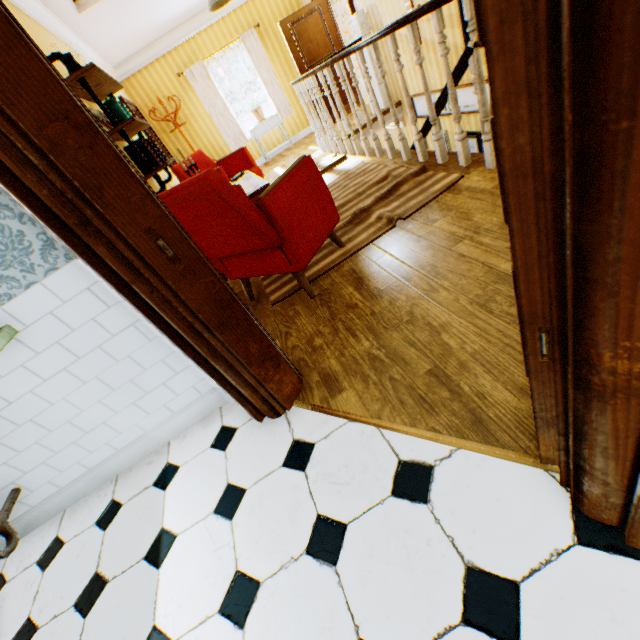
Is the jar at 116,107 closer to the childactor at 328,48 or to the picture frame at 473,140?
the picture frame at 473,140

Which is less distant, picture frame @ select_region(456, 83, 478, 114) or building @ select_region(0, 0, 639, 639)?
building @ select_region(0, 0, 639, 639)

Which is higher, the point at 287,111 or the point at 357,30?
the point at 357,30

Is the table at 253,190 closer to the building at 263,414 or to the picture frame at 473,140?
the building at 263,414

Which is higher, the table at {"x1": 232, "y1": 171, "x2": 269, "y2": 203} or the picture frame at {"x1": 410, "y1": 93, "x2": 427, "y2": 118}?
the table at {"x1": 232, "y1": 171, "x2": 269, "y2": 203}

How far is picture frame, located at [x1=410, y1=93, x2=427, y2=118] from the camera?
5.9 meters

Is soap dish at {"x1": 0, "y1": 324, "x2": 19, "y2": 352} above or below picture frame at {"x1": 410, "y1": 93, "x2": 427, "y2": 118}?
above

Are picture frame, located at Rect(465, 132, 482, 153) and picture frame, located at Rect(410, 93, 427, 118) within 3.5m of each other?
yes
